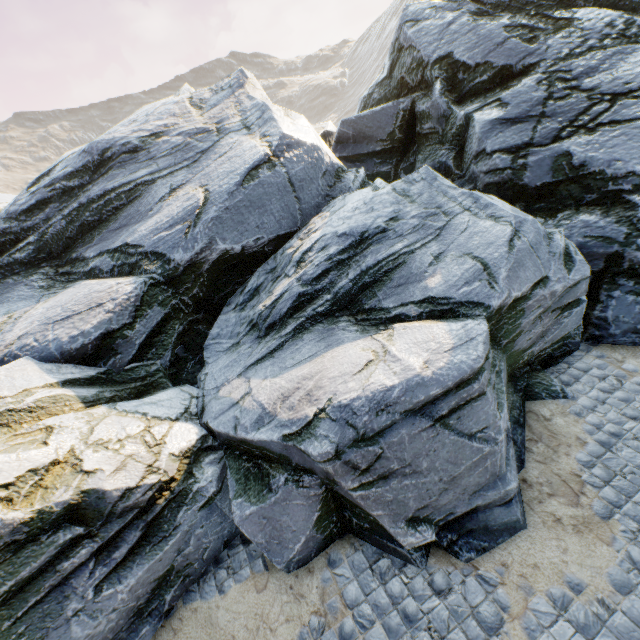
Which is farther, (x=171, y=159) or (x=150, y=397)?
(x=171, y=159)
